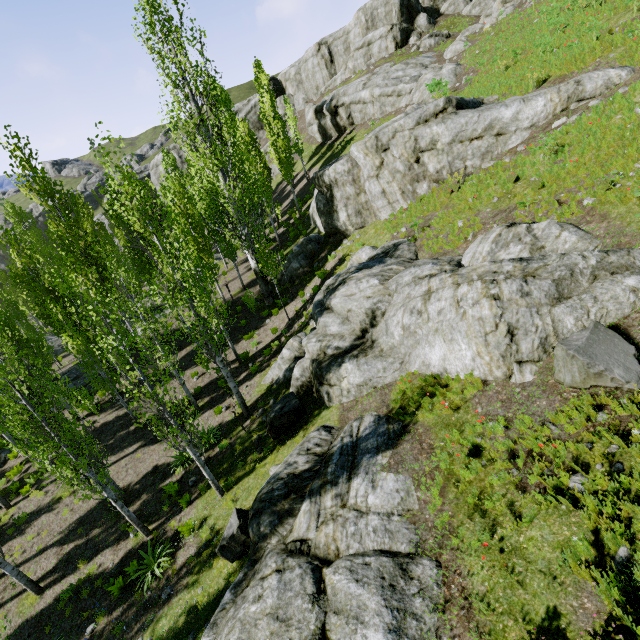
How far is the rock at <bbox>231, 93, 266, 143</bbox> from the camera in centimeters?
5453cm

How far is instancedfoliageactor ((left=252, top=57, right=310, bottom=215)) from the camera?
28.0 meters

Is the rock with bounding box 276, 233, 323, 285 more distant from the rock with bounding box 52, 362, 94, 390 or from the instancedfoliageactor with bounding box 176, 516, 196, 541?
the rock with bounding box 52, 362, 94, 390

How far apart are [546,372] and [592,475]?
2.9 meters

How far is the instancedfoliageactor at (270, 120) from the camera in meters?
28.0 m

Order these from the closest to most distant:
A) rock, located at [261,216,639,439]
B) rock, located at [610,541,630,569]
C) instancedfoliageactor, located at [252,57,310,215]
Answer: rock, located at [610,541,630,569] → rock, located at [261,216,639,439] → instancedfoliageactor, located at [252,57,310,215]

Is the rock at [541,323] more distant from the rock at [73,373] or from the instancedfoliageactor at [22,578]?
the rock at [73,373]

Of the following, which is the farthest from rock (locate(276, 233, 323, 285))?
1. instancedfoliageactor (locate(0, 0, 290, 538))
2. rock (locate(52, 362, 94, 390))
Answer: rock (locate(52, 362, 94, 390))
